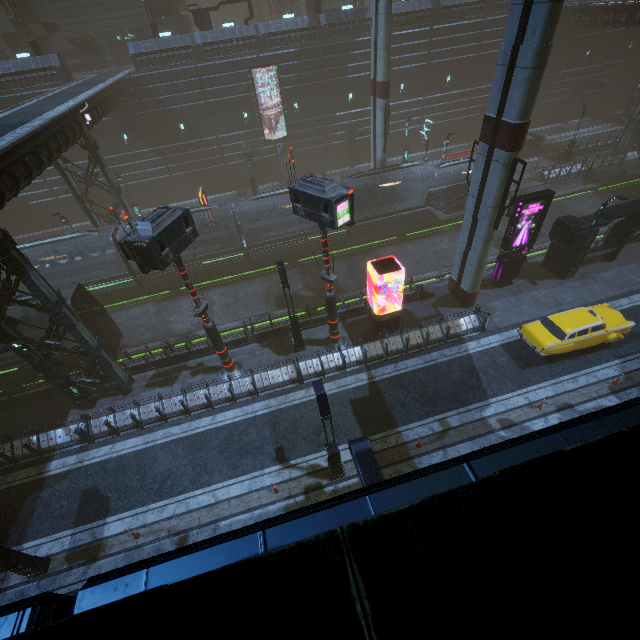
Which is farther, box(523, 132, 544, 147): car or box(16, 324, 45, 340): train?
box(523, 132, 544, 147): car

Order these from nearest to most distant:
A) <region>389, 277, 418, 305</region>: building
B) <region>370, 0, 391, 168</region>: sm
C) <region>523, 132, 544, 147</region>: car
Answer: <region>389, 277, 418, 305</region>: building
<region>370, 0, 391, 168</region>: sm
<region>523, 132, 544, 147</region>: car

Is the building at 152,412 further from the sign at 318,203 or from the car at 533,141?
the car at 533,141

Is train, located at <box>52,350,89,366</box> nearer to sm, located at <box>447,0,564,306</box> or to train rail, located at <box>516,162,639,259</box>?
train rail, located at <box>516,162,639,259</box>

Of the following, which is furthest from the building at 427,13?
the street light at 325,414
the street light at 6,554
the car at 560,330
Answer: the street light at 6,554

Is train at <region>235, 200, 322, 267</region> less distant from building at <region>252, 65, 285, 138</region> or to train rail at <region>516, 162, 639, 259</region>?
train rail at <region>516, 162, 639, 259</region>

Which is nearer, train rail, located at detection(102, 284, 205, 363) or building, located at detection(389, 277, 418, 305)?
building, located at detection(389, 277, 418, 305)

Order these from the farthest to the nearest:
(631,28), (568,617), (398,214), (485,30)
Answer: (631,28) → (485,30) → (398,214) → (568,617)
